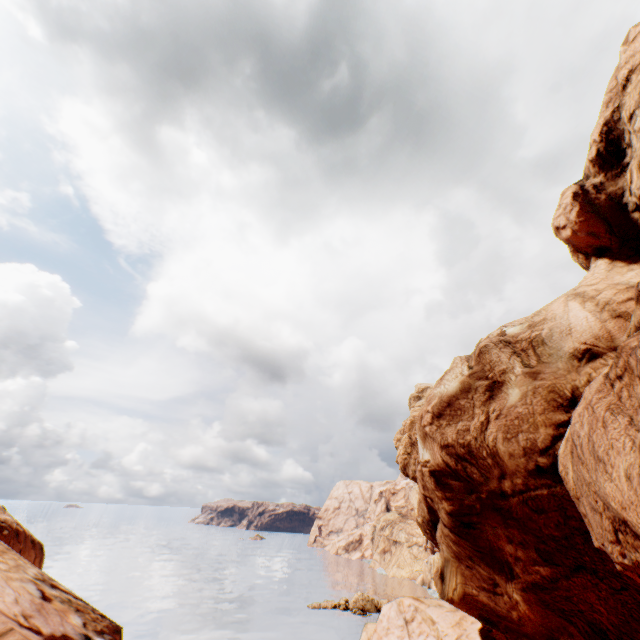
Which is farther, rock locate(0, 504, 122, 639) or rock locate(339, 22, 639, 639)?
rock locate(339, 22, 639, 639)

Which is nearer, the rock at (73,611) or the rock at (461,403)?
the rock at (73,611)

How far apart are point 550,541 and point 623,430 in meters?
9.4 m
